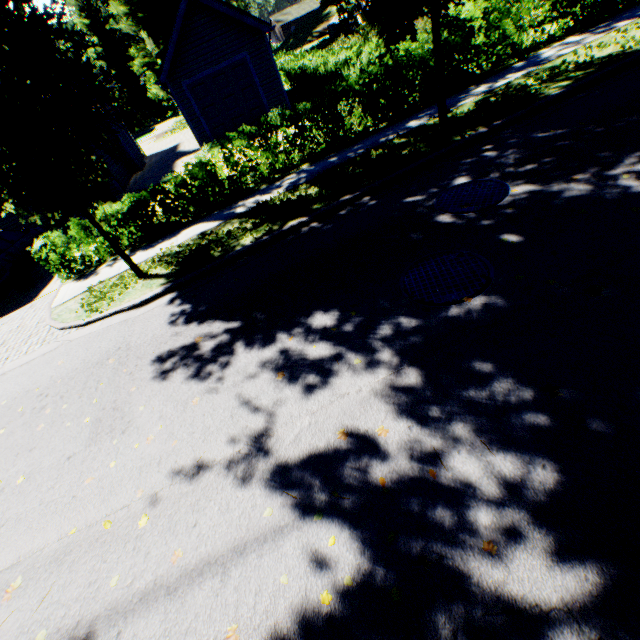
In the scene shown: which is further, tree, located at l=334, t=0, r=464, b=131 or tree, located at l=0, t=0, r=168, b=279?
tree, located at l=334, t=0, r=464, b=131

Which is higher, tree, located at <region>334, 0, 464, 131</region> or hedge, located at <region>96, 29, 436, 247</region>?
tree, located at <region>334, 0, 464, 131</region>

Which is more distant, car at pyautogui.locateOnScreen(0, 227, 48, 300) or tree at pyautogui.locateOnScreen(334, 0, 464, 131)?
car at pyautogui.locateOnScreen(0, 227, 48, 300)

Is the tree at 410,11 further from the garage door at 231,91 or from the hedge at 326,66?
the garage door at 231,91

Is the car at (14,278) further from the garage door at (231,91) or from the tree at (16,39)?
the garage door at (231,91)

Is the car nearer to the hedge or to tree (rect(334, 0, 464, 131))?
tree (rect(334, 0, 464, 131))

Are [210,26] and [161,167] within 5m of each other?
no

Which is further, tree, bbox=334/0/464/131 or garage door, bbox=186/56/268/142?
garage door, bbox=186/56/268/142
